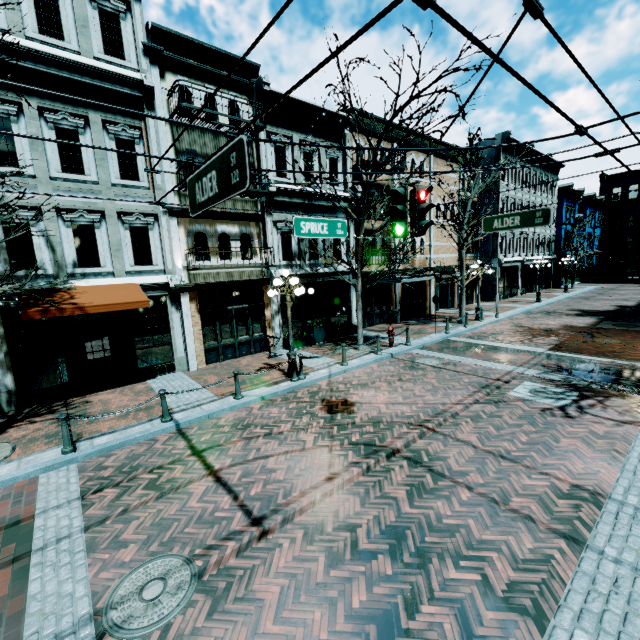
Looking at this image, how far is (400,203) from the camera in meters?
5.8 m

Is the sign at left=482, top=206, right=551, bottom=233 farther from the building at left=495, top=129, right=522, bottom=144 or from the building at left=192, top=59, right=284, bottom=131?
the building at left=495, top=129, right=522, bottom=144

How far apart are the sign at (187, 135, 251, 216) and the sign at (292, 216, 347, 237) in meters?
3.5 m

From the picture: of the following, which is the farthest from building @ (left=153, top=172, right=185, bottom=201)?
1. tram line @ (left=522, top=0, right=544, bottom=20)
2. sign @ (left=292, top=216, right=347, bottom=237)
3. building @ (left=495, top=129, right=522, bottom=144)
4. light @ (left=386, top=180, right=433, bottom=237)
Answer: tram line @ (left=522, top=0, right=544, bottom=20)

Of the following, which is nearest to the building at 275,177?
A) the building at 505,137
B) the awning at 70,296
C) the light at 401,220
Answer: the awning at 70,296

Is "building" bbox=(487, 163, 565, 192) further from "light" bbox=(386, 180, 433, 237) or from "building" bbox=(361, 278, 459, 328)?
"light" bbox=(386, 180, 433, 237)

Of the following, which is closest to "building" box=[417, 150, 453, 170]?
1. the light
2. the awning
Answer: the awning

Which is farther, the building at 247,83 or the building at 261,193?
the building at 261,193
